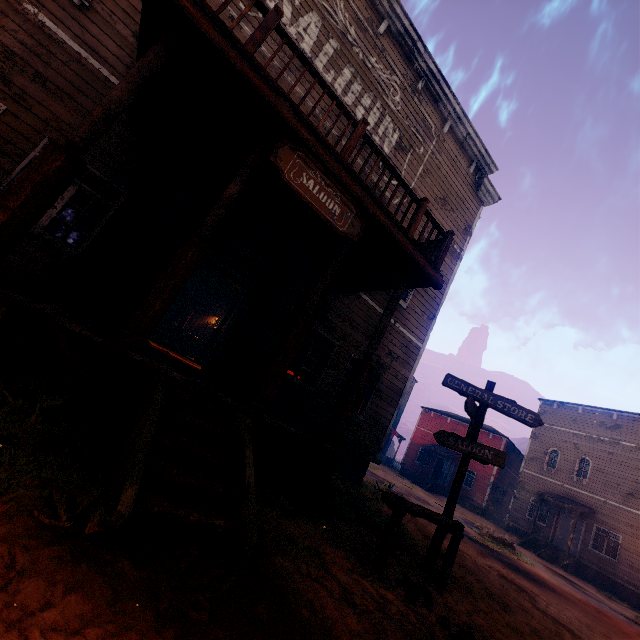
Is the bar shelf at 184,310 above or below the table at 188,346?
A: above

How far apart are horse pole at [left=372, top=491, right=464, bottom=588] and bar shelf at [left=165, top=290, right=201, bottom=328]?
15.4 meters

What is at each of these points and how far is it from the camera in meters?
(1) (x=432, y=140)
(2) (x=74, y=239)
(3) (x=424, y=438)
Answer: (1) building, 11.0
(2) curtain, 5.9
(3) building, 32.1

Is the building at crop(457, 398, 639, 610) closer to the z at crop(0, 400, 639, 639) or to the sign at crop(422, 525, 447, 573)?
the z at crop(0, 400, 639, 639)

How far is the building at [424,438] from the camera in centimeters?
2795cm

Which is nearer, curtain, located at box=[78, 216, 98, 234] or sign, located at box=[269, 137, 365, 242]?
sign, located at box=[269, 137, 365, 242]

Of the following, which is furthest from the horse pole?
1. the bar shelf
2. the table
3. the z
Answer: the bar shelf

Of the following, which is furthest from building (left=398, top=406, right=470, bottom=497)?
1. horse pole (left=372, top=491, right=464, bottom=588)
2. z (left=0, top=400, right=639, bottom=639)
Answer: horse pole (left=372, top=491, right=464, bottom=588)
